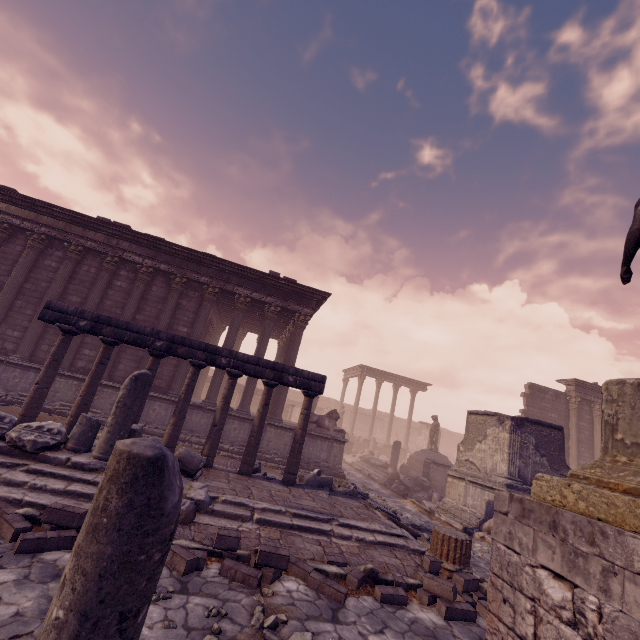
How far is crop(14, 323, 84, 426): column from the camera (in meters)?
7.62

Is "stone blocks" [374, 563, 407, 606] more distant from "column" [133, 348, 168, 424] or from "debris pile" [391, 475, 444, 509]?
"debris pile" [391, 475, 444, 509]

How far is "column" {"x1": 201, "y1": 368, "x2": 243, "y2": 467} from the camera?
8.28m

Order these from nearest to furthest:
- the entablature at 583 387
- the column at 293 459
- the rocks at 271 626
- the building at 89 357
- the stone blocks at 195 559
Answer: the rocks at 271 626, the stone blocks at 195 559, the column at 293 459, the building at 89 357, the entablature at 583 387

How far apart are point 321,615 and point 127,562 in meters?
4.0

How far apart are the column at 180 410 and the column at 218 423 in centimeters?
51cm

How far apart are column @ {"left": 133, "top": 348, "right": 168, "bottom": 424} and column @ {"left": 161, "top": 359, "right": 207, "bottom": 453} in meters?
0.6

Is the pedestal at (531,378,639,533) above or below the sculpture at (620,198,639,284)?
below
